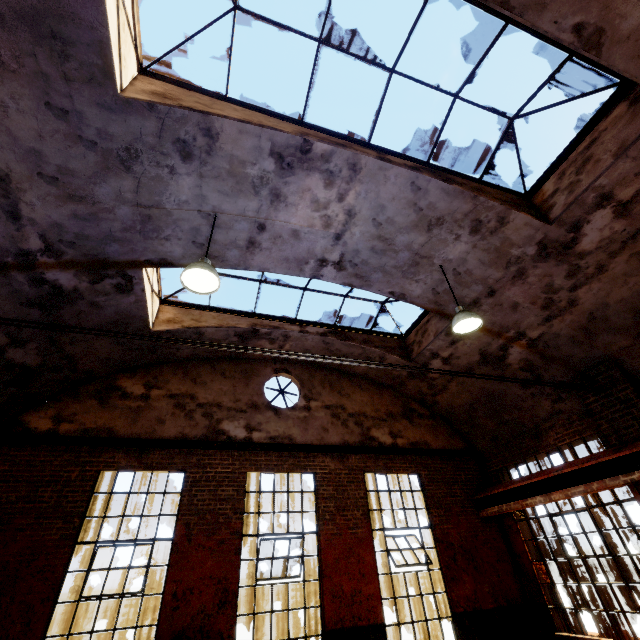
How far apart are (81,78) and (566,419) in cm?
1100

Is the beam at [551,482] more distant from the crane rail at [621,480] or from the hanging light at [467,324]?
the hanging light at [467,324]

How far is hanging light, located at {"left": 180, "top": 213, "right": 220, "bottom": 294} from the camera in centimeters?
449cm

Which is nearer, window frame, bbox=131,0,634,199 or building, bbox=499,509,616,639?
window frame, bbox=131,0,634,199

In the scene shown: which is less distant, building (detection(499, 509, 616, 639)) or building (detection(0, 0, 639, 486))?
building (detection(0, 0, 639, 486))

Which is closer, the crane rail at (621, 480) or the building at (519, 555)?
the crane rail at (621, 480)

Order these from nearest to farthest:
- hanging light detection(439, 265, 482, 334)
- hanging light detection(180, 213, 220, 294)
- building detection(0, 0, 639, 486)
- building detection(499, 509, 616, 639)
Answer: building detection(0, 0, 639, 486), hanging light detection(180, 213, 220, 294), hanging light detection(439, 265, 482, 334), building detection(499, 509, 616, 639)

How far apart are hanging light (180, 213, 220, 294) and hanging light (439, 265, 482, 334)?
4.19m
